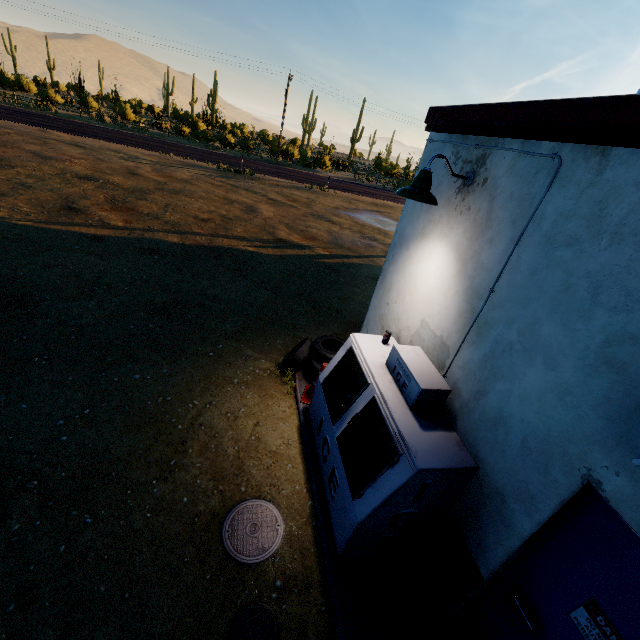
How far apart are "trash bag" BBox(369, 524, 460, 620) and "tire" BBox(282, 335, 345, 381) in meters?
2.5

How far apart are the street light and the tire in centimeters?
270cm

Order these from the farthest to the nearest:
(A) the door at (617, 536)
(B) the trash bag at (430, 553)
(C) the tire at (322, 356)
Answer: (C) the tire at (322, 356), (B) the trash bag at (430, 553), (A) the door at (617, 536)

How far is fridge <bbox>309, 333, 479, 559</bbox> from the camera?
2.8 meters

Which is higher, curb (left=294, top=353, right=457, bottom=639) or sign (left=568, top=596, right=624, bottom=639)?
sign (left=568, top=596, right=624, bottom=639)

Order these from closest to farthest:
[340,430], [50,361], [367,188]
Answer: [340,430]
[50,361]
[367,188]

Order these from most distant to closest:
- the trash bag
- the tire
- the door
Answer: the tire < the trash bag < the door

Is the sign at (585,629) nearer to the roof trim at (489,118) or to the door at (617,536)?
the door at (617,536)
